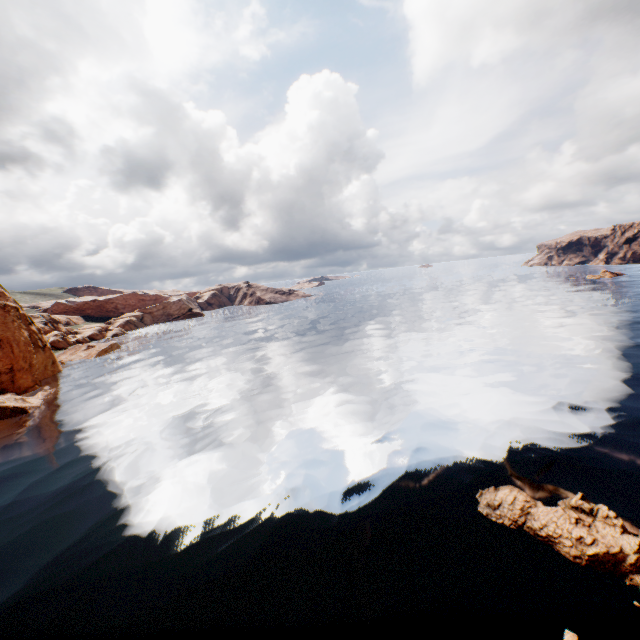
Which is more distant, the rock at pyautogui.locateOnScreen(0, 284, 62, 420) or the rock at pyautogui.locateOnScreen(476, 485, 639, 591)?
the rock at pyautogui.locateOnScreen(0, 284, 62, 420)

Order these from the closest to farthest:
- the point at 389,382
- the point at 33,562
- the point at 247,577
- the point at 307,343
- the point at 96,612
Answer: the point at 96,612, the point at 247,577, the point at 33,562, the point at 389,382, the point at 307,343

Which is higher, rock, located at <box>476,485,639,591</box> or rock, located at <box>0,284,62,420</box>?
rock, located at <box>0,284,62,420</box>

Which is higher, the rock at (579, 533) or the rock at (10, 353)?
the rock at (10, 353)

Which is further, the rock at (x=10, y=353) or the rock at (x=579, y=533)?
the rock at (x=10, y=353)
